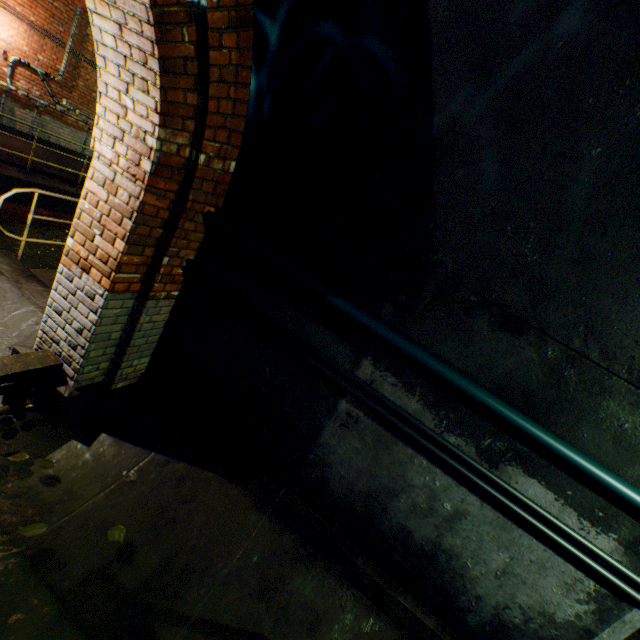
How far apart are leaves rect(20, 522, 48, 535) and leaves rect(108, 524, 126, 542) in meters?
0.4 m

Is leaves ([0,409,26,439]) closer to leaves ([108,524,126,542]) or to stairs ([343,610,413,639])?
leaves ([108,524,126,542])

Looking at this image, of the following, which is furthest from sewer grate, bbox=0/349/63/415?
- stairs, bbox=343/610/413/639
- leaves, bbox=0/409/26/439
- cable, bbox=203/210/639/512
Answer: stairs, bbox=343/610/413/639

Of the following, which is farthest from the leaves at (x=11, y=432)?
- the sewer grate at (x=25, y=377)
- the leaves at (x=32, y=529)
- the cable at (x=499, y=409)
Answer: the cable at (x=499, y=409)

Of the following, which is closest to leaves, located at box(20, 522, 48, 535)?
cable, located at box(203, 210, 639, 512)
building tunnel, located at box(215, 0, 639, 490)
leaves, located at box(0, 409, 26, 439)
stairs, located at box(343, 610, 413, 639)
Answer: building tunnel, located at box(215, 0, 639, 490)

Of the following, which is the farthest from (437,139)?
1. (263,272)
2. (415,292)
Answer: (263,272)

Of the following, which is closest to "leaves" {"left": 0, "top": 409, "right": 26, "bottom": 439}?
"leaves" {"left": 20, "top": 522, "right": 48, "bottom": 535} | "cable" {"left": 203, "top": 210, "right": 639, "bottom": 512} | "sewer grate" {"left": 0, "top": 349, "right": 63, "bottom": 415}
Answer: "sewer grate" {"left": 0, "top": 349, "right": 63, "bottom": 415}

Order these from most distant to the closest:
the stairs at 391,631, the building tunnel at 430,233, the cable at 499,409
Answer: the stairs at 391,631
the cable at 499,409
the building tunnel at 430,233
